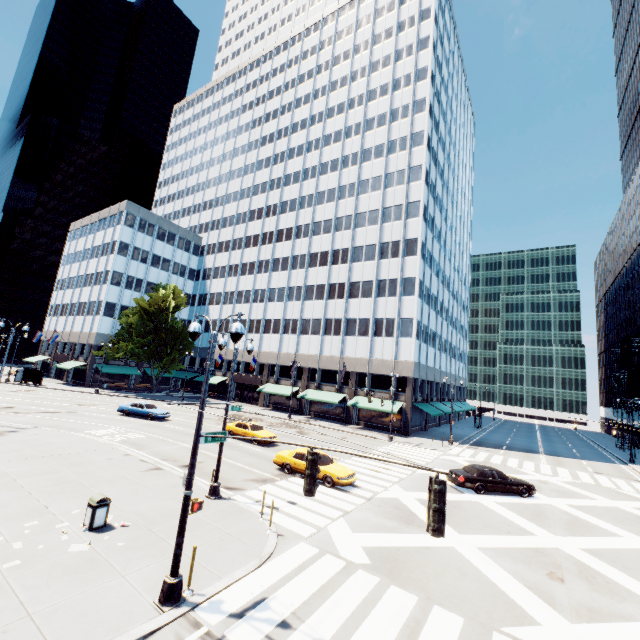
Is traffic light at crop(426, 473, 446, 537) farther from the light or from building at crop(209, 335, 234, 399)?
building at crop(209, 335, 234, 399)

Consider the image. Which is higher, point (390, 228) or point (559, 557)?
point (390, 228)

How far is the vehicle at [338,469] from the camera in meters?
17.7

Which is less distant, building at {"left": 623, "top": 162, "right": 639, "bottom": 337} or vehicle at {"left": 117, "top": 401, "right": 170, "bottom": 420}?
vehicle at {"left": 117, "top": 401, "right": 170, "bottom": 420}

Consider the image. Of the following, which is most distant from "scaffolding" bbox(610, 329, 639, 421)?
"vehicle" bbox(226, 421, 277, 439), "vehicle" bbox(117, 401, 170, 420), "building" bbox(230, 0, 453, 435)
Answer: "vehicle" bbox(117, 401, 170, 420)

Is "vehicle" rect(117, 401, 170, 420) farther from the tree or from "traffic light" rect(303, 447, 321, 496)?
"traffic light" rect(303, 447, 321, 496)

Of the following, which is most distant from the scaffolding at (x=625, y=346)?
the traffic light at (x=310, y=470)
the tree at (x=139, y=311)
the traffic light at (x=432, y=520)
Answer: the traffic light at (x=310, y=470)

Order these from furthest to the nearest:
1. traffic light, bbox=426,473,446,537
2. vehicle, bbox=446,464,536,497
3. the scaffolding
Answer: the scaffolding, vehicle, bbox=446,464,536,497, traffic light, bbox=426,473,446,537
